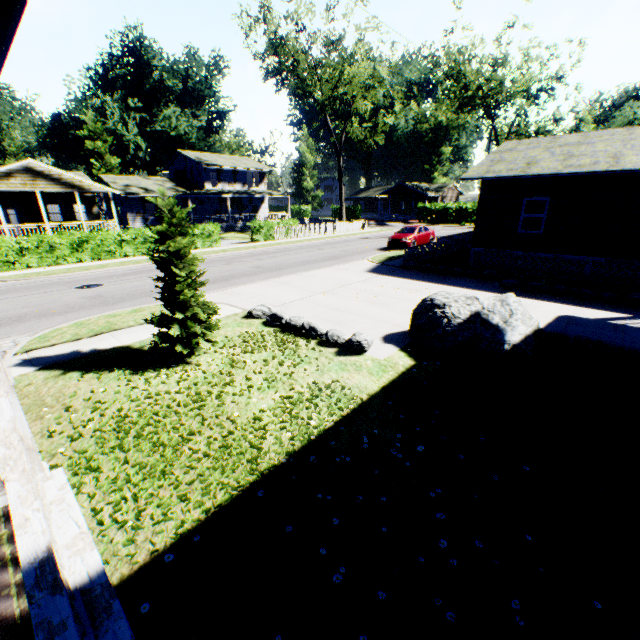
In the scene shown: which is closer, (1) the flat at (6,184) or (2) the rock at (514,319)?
(2) the rock at (514,319)

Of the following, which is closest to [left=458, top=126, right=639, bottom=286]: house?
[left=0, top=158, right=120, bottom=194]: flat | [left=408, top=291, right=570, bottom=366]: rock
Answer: [left=408, top=291, right=570, bottom=366]: rock

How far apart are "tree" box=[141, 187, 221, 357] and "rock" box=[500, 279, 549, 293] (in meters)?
11.32

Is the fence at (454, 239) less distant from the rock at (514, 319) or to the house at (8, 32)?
the rock at (514, 319)

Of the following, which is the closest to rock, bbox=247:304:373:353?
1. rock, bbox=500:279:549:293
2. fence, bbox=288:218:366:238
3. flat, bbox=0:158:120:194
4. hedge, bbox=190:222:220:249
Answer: rock, bbox=500:279:549:293

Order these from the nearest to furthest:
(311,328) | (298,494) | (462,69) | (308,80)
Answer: (298,494)
(311,328)
(308,80)
(462,69)

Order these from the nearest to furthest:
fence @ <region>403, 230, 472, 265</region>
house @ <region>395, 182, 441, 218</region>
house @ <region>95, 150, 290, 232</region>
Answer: fence @ <region>403, 230, 472, 265</region>
house @ <region>95, 150, 290, 232</region>
house @ <region>395, 182, 441, 218</region>

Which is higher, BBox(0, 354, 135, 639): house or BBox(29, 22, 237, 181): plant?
BBox(29, 22, 237, 181): plant
